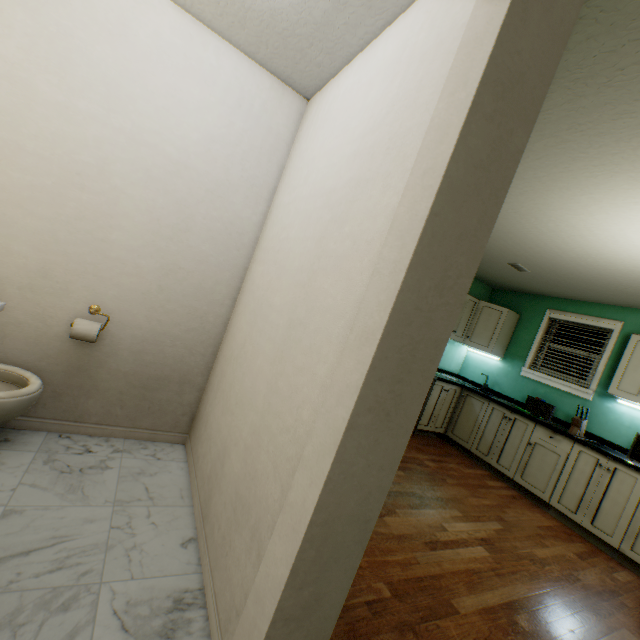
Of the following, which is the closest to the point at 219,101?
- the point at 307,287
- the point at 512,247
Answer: the point at 307,287

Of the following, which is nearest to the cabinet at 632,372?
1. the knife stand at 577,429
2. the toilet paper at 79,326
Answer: the knife stand at 577,429

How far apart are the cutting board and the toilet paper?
4.8m

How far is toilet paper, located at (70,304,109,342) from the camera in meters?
1.7

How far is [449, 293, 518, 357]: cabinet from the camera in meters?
4.7

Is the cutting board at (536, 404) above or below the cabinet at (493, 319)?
below

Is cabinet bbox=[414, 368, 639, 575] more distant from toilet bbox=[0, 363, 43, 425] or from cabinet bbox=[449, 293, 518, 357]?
toilet bbox=[0, 363, 43, 425]

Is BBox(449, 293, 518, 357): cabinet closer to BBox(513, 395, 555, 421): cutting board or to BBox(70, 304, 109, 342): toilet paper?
BBox(513, 395, 555, 421): cutting board
